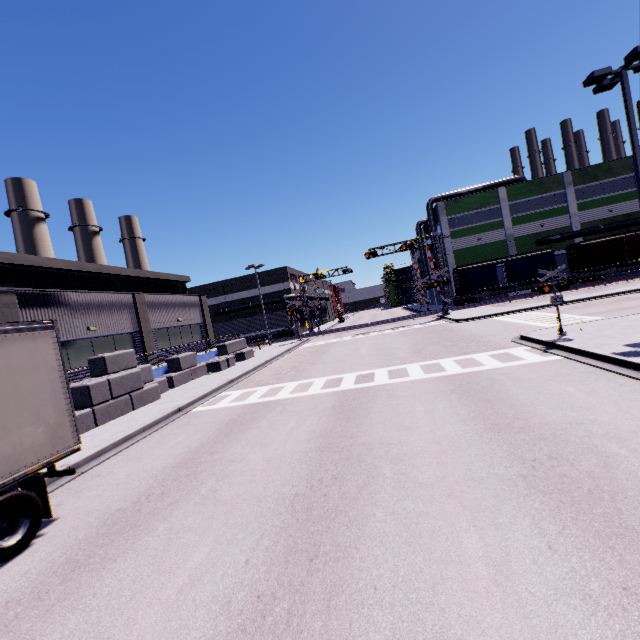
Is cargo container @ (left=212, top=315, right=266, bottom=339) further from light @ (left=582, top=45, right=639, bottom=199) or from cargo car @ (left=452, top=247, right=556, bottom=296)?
light @ (left=582, top=45, right=639, bottom=199)

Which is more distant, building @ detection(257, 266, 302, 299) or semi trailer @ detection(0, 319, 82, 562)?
building @ detection(257, 266, 302, 299)

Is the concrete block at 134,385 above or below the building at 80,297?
below

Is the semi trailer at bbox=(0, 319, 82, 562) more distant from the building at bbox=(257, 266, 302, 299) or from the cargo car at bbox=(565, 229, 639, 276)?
the cargo car at bbox=(565, 229, 639, 276)

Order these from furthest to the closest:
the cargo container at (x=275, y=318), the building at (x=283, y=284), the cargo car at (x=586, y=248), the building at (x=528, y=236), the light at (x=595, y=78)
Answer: the building at (x=283, y=284) → the cargo container at (x=275, y=318) → the building at (x=528, y=236) → the cargo car at (x=586, y=248) → the light at (x=595, y=78)

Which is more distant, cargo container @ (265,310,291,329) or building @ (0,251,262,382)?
cargo container @ (265,310,291,329)

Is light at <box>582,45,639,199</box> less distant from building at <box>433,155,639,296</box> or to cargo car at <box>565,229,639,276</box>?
building at <box>433,155,639,296</box>

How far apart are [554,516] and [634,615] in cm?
131
